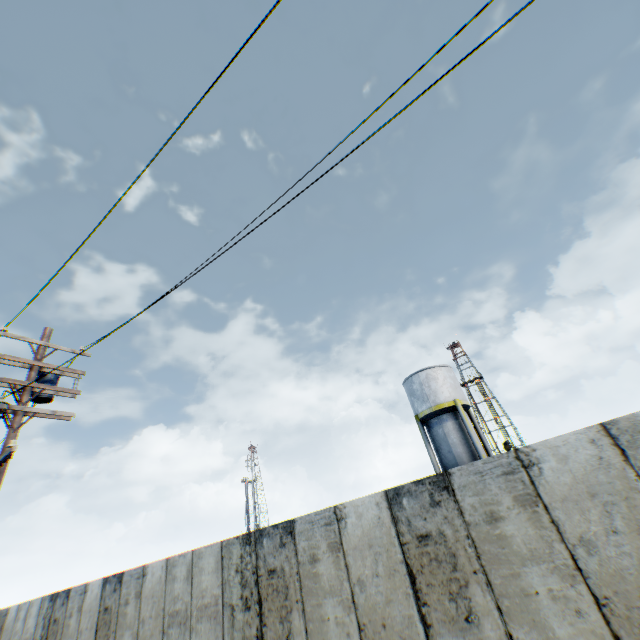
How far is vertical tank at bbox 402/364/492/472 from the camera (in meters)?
21.64

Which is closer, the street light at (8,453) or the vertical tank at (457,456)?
the street light at (8,453)

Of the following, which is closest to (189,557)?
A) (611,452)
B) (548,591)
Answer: (548,591)

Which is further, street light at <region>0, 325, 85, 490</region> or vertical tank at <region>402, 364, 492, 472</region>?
vertical tank at <region>402, 364, 492, 472</region>

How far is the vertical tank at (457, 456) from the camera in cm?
2164
